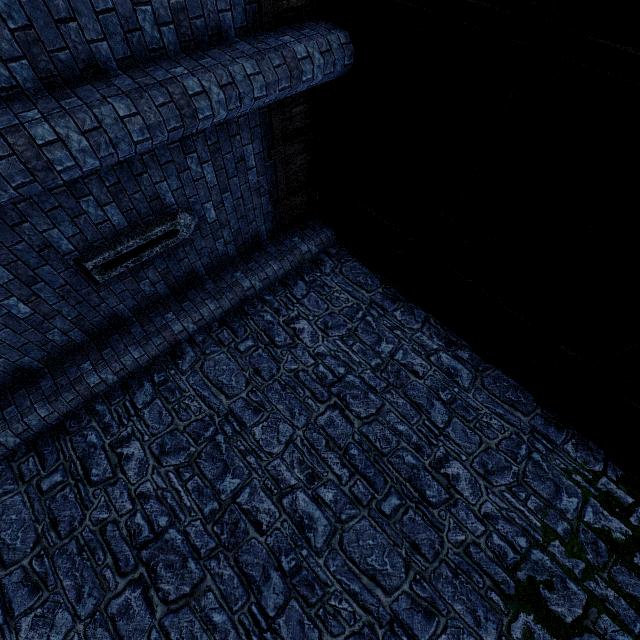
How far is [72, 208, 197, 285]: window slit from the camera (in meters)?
4.57

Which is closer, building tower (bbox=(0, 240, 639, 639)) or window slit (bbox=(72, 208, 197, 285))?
building tower (bbox=(0, 240, 639, 639))

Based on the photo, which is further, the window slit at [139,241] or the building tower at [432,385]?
the window slit at [139,241]

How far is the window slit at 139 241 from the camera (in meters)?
4.57

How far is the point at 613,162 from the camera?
3.1 meters
